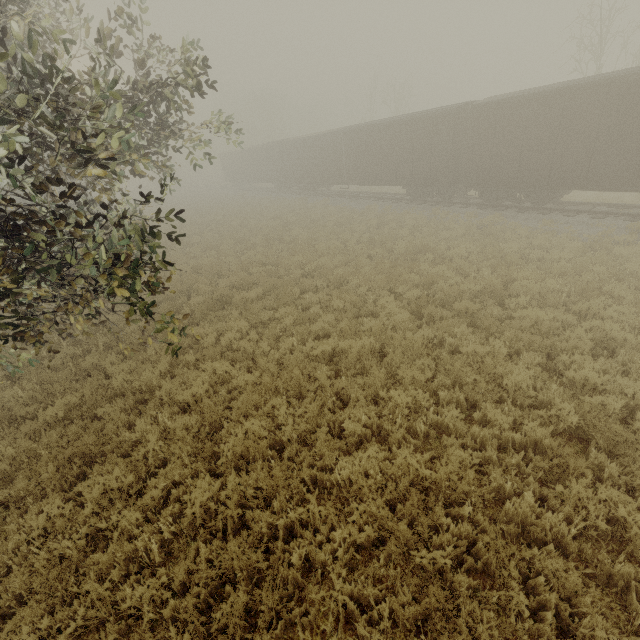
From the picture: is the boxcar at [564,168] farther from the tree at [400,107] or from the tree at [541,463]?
the tree at [400,107]

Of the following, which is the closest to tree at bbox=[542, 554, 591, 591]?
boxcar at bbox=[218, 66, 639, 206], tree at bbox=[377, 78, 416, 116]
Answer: boxcar at bbox=[218, 66, 639, 206]

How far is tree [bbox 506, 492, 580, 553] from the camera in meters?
3.8

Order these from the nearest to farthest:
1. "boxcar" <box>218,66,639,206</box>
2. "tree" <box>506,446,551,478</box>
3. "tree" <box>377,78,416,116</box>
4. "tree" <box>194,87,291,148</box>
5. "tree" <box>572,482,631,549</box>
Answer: "tree" <box>572,482,631,549</box>
"tree" <box>506,446,551,478</box>
"tree" <box>194,87,291,148</box>
"boxcar" <box>218,66,639,206</box>
"tree" <box>377,78,416,116</box>

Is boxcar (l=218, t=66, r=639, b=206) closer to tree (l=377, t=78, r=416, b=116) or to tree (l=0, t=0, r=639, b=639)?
tree (l=0, t=0, r=639, b=639)

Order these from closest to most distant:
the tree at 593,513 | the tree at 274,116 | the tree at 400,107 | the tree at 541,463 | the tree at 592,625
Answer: the tree at 592,625 → the tree at 593,513 → the tree at 541,463 → the tree at 274,116 → the tree at 400,107

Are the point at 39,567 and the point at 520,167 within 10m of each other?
no
